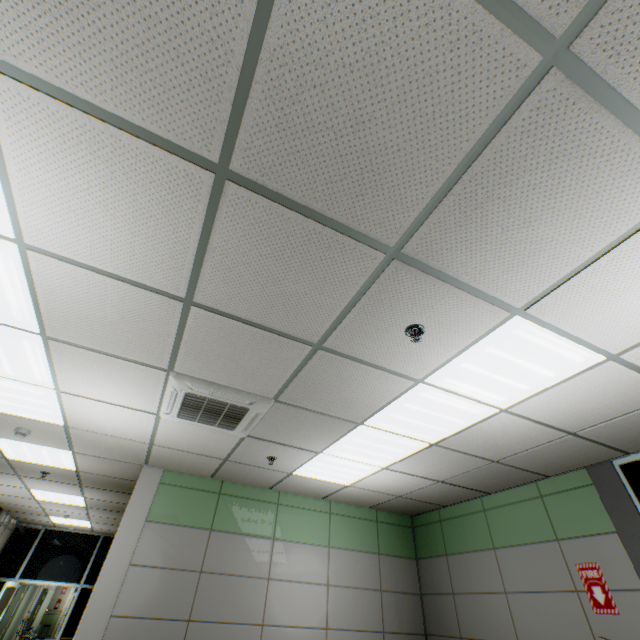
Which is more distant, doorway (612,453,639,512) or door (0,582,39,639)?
door (0,582,39,639)

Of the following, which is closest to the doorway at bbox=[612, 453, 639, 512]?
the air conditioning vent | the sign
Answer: the sign

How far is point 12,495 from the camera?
6.9 meters

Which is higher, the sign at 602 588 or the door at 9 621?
the sign at 602 588

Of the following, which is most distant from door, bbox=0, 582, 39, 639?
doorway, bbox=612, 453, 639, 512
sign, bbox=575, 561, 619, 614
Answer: doorway, bbox=612, 453, 639, 512

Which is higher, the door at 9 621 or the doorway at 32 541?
the doorway at 32 541

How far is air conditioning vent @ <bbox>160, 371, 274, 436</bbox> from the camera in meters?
3.0 m

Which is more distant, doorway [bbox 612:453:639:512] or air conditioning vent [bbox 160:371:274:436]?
doorway [bbox 612:453:639:512]
